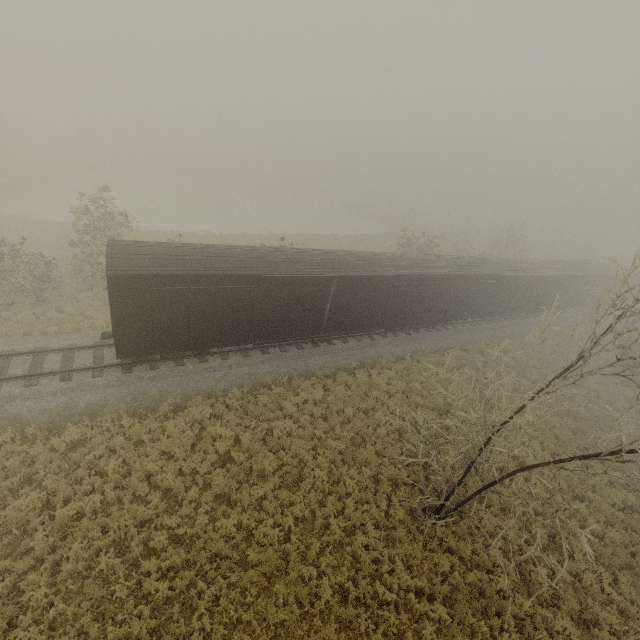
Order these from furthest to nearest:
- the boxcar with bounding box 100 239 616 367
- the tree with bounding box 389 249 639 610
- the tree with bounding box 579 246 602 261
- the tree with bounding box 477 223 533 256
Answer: the tree with bounding box 579 246 602 261 < the tree with bounding box 477 223 533 256 < the boxcar with bounding box 100 239 616 367 < the tree with bounding box 389 249 639 610

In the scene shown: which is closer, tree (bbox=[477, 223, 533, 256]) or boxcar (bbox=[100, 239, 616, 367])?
boxcar (bbox=[100, 239, 616, 367])

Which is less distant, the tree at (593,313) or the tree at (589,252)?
the tree at (593,313)

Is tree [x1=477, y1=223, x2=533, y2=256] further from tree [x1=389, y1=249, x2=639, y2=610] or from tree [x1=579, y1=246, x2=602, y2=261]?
tree [x1=389, y1=249, x2=639, y2=610]

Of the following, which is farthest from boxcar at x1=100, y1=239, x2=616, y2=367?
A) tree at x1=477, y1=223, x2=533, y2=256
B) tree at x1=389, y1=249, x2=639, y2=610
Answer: tree at x1=389, y1=249, x2=639, y2=610

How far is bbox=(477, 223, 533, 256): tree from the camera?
42.0m

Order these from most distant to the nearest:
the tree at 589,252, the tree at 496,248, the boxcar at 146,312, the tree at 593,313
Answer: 1. the tree at 589,252
2. the tree at 496,248
3. the boxcar at 146,312
4. the tree at 593,313

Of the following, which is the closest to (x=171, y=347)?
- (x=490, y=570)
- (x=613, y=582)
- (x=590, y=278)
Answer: (x=490, y=570)
